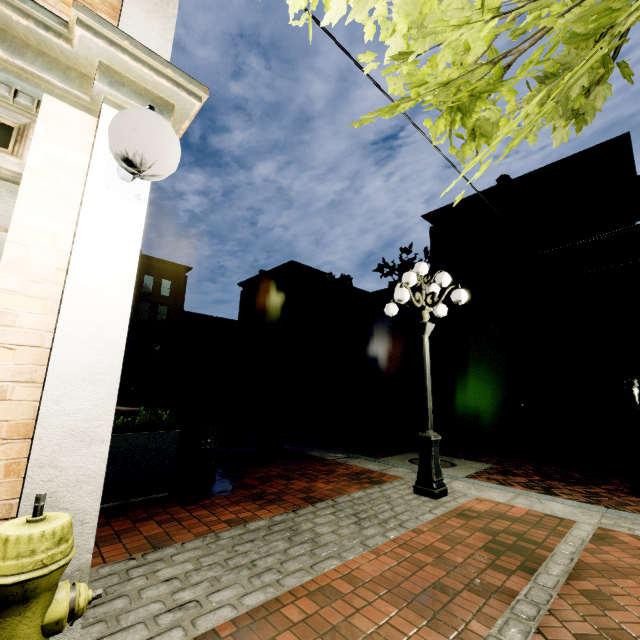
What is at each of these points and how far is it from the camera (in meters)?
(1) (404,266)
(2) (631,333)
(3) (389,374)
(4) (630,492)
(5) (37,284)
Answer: (1) tree, 18.98
(2) building, 15.80
(3) building, 24.75
(4) z, 5.68
(5) building, 1.66

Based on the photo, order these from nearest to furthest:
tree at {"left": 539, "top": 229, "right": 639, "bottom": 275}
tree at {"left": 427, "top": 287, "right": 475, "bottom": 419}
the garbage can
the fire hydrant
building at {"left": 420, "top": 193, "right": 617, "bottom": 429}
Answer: the fire hydrant < the garbage can < tree at {"left": 539, "top": 229, "right": 639, "bottom": 275} < building at {"left": 420, "top": 193, "right": 617, "bottom": 429} < tree at {"left": 427, "top": 287, "right": 475, "bottom": 419}

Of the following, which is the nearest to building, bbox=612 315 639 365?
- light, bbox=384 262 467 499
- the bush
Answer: the bush

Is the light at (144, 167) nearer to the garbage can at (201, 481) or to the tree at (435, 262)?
the tree at (435, 262)

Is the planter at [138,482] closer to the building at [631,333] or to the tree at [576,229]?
the building at [631,333]

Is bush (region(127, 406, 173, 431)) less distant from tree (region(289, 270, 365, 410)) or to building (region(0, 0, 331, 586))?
building (region(0, 0, 331, 586))

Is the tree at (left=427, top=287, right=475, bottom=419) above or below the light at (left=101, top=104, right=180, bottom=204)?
above

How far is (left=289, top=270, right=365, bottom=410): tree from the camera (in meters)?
22.73
